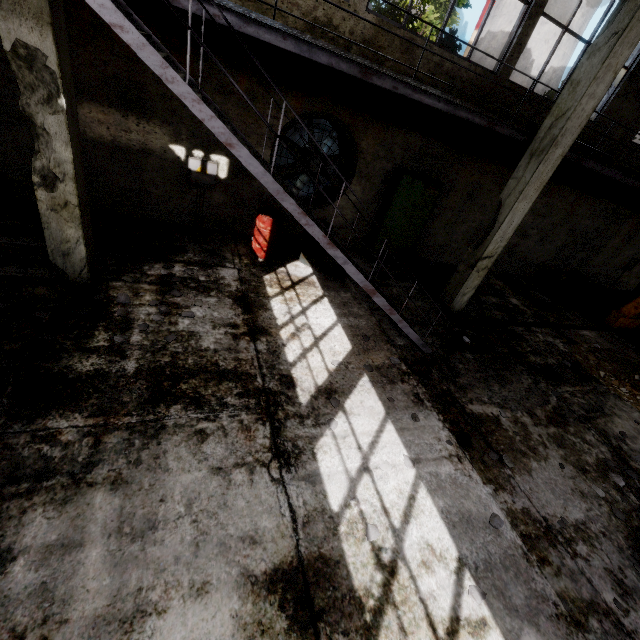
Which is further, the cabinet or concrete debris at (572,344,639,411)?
the cabinet

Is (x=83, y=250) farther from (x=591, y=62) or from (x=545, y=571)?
(x=591, y=62)

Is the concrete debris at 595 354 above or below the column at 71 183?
below

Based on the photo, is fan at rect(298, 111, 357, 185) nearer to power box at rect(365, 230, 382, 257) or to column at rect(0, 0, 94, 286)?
power box at rect(365, 230, 382, 257)

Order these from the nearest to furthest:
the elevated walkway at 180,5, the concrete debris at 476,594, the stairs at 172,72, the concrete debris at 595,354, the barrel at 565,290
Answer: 1. the stairs at 172,72
2. the concrete debris at 476,594
3. the elevated walkway at 180,5
4. the concrete debris at 595,354
5. the barrel at 565,290

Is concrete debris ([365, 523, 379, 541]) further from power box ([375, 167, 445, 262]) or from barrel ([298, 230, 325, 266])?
power box ([375, 167, 445, 262])

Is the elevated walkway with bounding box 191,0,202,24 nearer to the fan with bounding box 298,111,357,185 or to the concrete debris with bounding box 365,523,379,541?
the fan with bounding box 298,111,357,185

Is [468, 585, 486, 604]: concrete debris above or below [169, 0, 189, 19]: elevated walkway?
below
